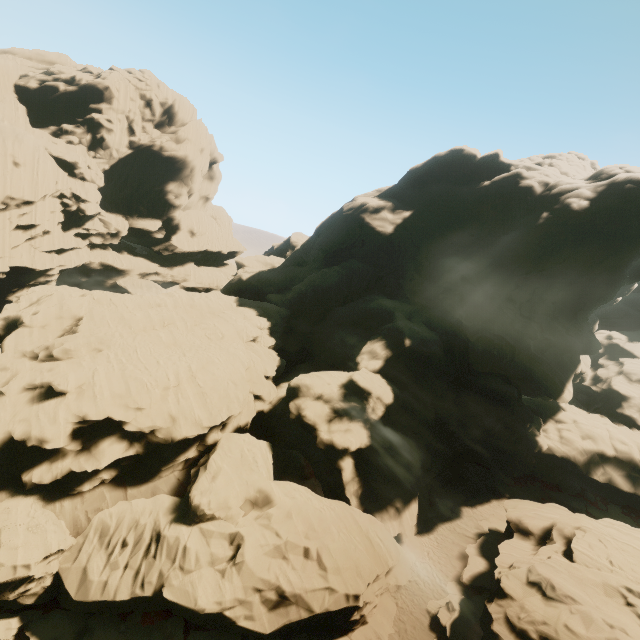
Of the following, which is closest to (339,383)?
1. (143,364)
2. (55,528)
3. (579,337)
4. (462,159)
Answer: (143,364)
